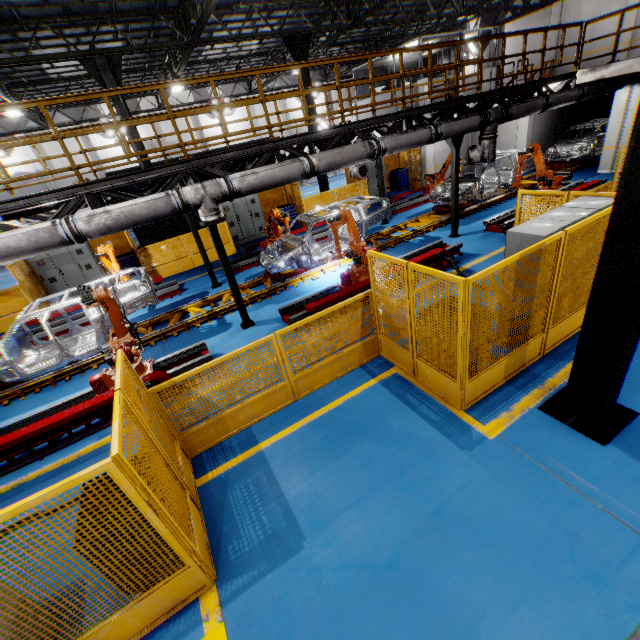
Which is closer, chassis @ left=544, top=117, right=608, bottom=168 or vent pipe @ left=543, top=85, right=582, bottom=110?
vent pipe @ left=543, top=85, right=582, bottom=110

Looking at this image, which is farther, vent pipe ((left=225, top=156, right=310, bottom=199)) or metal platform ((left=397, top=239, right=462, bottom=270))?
metal platform ((left=397, top=239, right=462, bottom=270))

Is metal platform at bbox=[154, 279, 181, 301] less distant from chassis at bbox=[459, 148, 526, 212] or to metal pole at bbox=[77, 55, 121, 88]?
chassis at bbox=[459, 148, 526, 212]

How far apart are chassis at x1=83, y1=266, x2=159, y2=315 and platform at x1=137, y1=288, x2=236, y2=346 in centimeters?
1cm

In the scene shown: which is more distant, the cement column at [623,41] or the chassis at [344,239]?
the cement column at [623,41]

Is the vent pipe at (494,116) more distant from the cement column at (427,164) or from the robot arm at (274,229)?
the cement column at (427,164)

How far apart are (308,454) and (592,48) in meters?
28.8

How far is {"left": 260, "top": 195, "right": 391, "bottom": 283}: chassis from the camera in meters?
10.1 m
